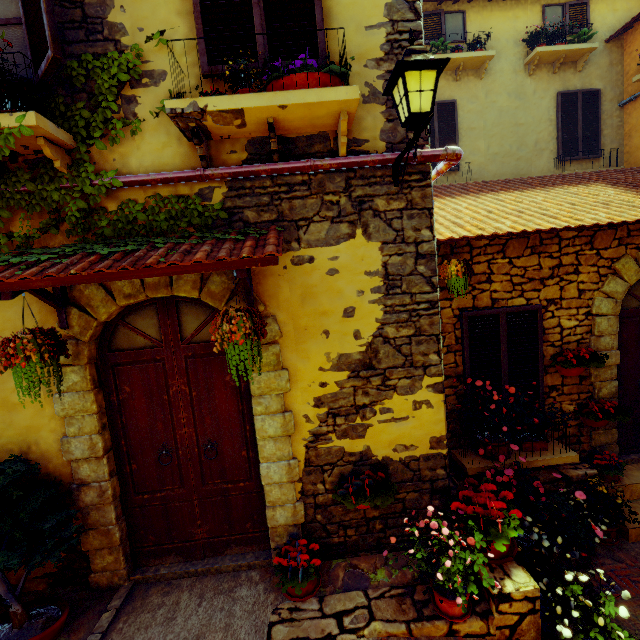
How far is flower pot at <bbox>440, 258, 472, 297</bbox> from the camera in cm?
384

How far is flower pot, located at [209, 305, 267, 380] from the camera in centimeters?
253cm

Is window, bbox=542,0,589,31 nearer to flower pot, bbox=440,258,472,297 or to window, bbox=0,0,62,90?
window, bbox=0,0,62,90

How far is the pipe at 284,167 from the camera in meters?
2.9

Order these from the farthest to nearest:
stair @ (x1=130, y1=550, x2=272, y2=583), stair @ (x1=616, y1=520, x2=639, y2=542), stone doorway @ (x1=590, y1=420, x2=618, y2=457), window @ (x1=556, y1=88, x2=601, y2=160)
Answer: window @ (x1=556, y1=88, x2=601, y2=160), stone doorway @ (x1=590, y1=420, x2=618, y2=457), stair @ (x1=616, y1=520, x2=639, y2=542), stair @ (x1=130, y1=550, x2=272, y2=583)

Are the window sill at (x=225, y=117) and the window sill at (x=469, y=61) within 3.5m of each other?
no

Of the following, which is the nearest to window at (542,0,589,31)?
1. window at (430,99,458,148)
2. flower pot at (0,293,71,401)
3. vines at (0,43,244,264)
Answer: window at (430,99,458,148)

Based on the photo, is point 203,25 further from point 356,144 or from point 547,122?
point 547,122
